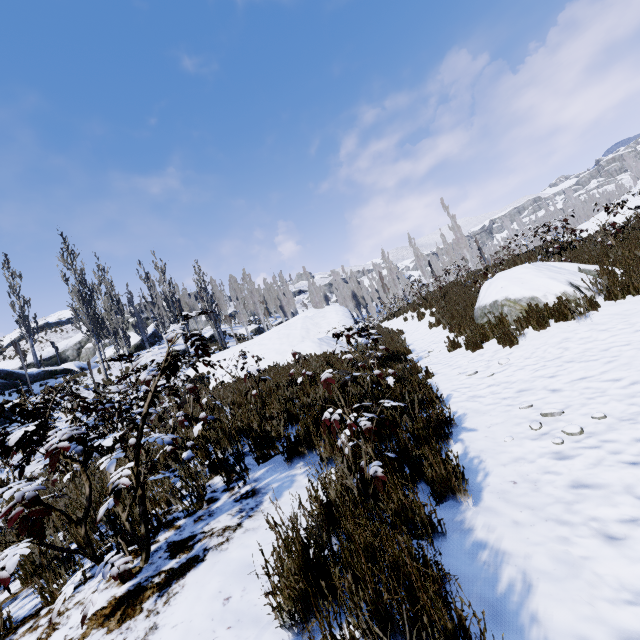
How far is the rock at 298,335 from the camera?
12.24m

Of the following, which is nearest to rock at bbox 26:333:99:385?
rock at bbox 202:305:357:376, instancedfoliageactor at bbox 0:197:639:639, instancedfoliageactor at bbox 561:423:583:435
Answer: instancedfoliageactor at bbox 0:197:639:639

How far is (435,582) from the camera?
1.35m

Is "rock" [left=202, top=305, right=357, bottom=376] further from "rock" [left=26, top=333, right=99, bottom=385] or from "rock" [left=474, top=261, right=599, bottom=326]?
"rock" [left=26, top=333, right=99, bottom=385]

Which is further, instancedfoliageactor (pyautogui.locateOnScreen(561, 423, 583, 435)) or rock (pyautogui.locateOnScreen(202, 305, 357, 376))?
rock (pyautogui.locateOnScreen(202, 305, 357, 376))

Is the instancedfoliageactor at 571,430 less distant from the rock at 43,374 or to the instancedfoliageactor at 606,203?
the instancedfoliageactor at 606,203

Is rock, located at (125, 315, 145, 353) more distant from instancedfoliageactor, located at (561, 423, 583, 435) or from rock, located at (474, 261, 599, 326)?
instancedfoliageactor, located at (561, 423, 583, 435)

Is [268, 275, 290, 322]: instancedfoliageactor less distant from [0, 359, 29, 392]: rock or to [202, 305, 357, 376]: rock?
[202, 305, 357, 376]: rock
